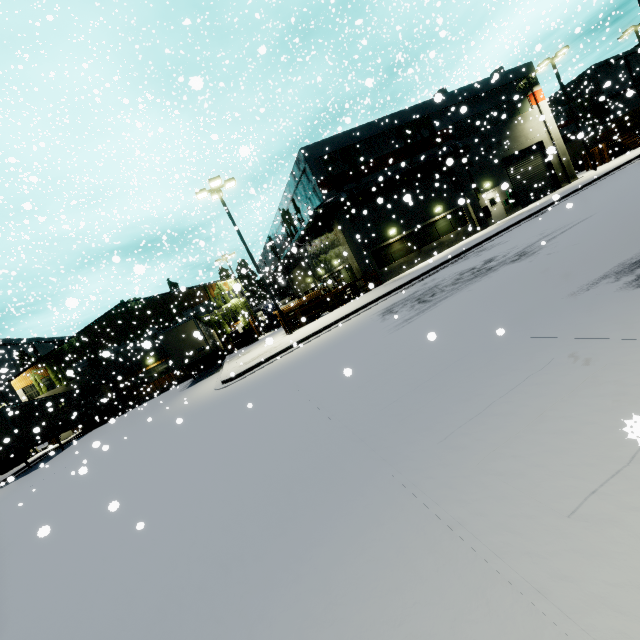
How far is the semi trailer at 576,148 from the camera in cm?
3557

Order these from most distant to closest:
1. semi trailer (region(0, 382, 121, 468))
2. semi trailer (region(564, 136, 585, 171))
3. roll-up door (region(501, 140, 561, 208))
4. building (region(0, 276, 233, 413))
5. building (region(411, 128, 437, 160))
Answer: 1. semi trailer (region(564, 136, 585, 171))
2. building (region(0, 276, 233, 413))
3. roll-up door (region(501, 140, 561, 208))
4. building (region(411, 128, 437, 160))
5. semi trailer (region(0, 382, 121, 468))

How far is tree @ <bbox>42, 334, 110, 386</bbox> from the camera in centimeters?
3253cm

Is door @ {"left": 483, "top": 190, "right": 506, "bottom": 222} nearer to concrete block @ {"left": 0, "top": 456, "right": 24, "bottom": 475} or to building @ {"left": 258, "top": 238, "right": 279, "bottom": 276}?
building @ {"left": 258, "top": 238, "right": 279, "bottom": 276}

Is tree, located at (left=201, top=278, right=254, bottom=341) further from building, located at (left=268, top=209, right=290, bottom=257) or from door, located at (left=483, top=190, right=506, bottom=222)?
door, located at (left=483, top=190, right=506, bottom=222)

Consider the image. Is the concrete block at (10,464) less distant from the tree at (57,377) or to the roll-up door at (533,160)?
the tree at (57,377)

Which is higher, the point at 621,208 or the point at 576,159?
the point at 576,159

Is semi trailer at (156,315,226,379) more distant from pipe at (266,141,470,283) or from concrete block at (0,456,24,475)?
concrete block at (0,456,24,475)
